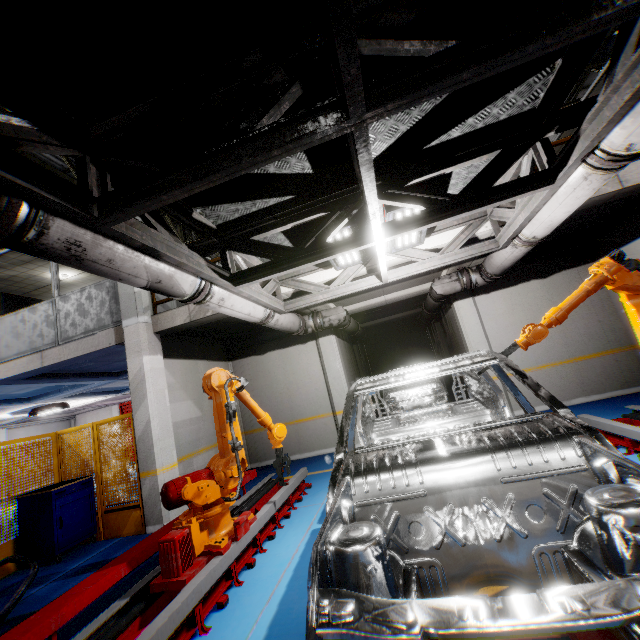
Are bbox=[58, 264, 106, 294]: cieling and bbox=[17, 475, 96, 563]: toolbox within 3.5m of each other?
no

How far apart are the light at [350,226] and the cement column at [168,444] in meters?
4.1 m

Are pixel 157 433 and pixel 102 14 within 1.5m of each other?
no

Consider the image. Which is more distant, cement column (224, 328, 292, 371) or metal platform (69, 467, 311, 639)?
cement column (224, 328, 292, 371)

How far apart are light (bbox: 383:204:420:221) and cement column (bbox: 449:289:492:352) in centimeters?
390cm

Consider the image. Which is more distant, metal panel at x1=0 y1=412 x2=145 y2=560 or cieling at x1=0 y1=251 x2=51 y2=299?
cieling at x1=0 y1=251 x2=51 y2=299

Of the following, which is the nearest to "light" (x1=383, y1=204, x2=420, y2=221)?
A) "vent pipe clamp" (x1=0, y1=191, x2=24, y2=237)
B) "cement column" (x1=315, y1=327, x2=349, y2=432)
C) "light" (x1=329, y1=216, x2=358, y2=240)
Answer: "light" (x1=329, y1=216, x2=358, y2=240)

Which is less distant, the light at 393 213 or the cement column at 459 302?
the light at 393 213
